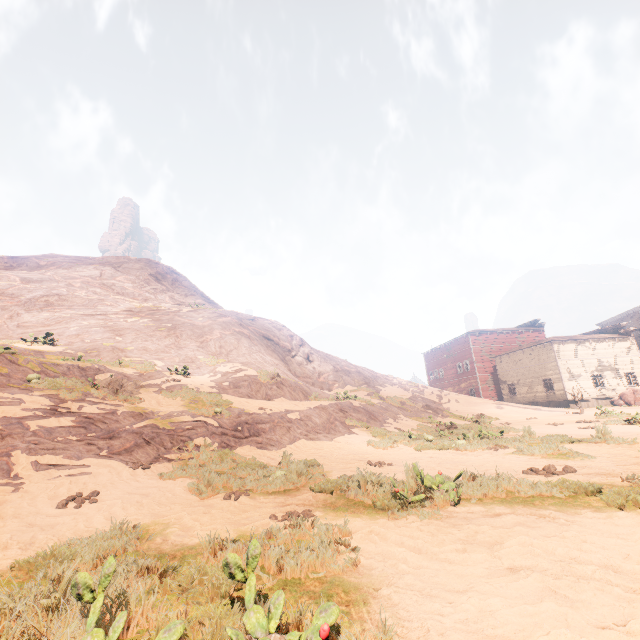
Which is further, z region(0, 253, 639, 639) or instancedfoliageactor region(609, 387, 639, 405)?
instancedfoliageactor region(609, 387, 639, 405)

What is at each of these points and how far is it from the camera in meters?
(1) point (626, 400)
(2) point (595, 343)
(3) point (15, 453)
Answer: (1) instancedfoliageactor, 31.0 m
(2) building, 35.1 m
(3) z, 6.0 m

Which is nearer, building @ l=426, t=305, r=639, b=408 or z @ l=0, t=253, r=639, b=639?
z @ l=0, t=253, r=639, b=639

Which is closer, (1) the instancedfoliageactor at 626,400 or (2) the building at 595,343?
(1) the instancedfoliageactor at 626,400

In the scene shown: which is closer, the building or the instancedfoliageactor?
the instancedfoliageactor

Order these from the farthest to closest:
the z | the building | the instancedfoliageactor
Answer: the building
the instancedfoliageactor
the z

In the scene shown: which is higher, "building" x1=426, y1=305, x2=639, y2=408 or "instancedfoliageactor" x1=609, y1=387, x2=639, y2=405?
"building" x1=426, y1=305, x2=639, y2=408

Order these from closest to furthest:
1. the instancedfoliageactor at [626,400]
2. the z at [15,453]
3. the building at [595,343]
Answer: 1. the z at [15,453]
2. the instancedfoliageactor at [626,400]
3. the building at [595,343]
